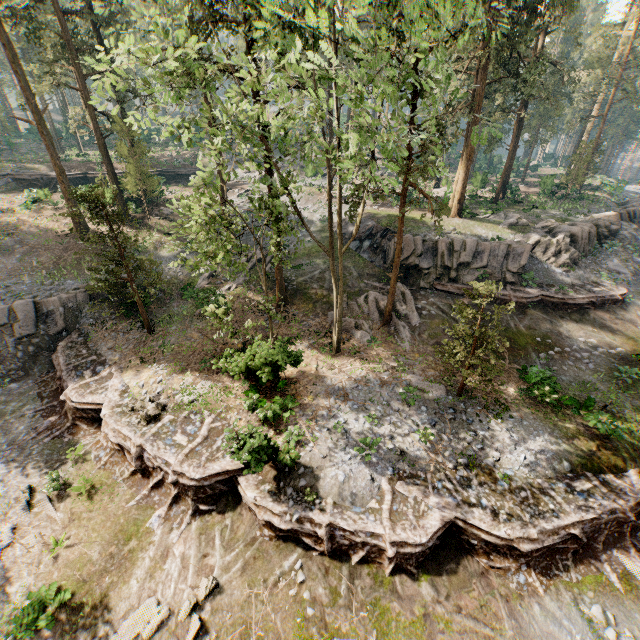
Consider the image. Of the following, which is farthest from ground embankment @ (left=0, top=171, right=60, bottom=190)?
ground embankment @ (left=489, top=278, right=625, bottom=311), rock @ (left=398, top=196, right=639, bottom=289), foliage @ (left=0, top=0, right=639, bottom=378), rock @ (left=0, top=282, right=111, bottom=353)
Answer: ground embankment @ (left=489, top=278, right=625, bottom=311)

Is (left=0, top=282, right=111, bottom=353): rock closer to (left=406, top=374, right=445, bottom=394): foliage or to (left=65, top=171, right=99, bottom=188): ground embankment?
(left=406, top=374, right=445, bottom=394): foliage

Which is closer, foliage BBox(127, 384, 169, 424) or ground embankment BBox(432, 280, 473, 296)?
foliage BBox(127, 384, 169, 424)

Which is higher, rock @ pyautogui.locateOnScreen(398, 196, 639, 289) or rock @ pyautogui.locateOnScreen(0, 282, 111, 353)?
rock @ pyautogui.locateOnScreen(398, 196, 639, 289)

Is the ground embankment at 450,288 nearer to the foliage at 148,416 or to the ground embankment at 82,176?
the foliage at 148,416

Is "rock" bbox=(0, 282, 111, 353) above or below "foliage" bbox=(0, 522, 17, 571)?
above

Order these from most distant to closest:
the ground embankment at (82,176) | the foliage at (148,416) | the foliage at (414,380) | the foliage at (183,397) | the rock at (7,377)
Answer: the ground embankment at (82,176) < the rock at (7,377) < the foliage at (414,380) < the foliage at (183,397) < the foliage at (148,416)

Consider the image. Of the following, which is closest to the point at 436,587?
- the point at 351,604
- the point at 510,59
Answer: the point at 351,604
